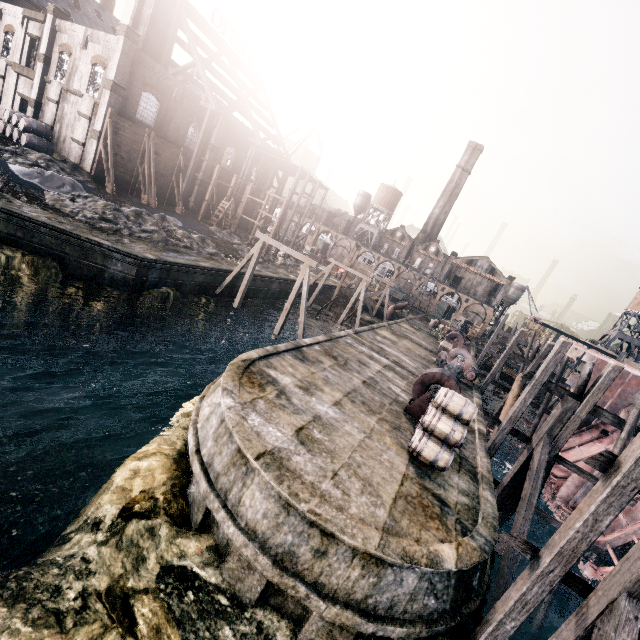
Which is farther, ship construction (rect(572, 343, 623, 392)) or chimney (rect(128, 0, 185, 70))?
chimney (rect(128, 0, 185, 70))

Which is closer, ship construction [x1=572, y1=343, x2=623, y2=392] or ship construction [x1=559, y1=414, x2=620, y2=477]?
ship construction [x1=559, y1=414, x2=620, y2=477]

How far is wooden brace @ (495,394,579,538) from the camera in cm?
1349

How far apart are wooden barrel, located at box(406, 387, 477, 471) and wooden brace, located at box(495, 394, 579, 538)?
4.0m

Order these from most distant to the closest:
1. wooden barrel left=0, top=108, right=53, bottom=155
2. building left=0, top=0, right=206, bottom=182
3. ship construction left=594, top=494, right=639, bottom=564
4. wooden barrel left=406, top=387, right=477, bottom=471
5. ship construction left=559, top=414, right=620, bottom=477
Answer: wooden barrel left=0, top=108, right=53, bottom=155 < building left=0, top=0, right=206, bottom=182 < ship construction left=559, top=414, right=620, bottom=477 < ship construction left=594, top=494, right=639, bottom=564 < wooden barrel left=406, top=387, right=477, bottom=471

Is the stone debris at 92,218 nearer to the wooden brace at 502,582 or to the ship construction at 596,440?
the wooden brace at 502,582

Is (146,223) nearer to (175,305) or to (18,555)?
(175,305)

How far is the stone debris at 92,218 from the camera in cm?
2250
